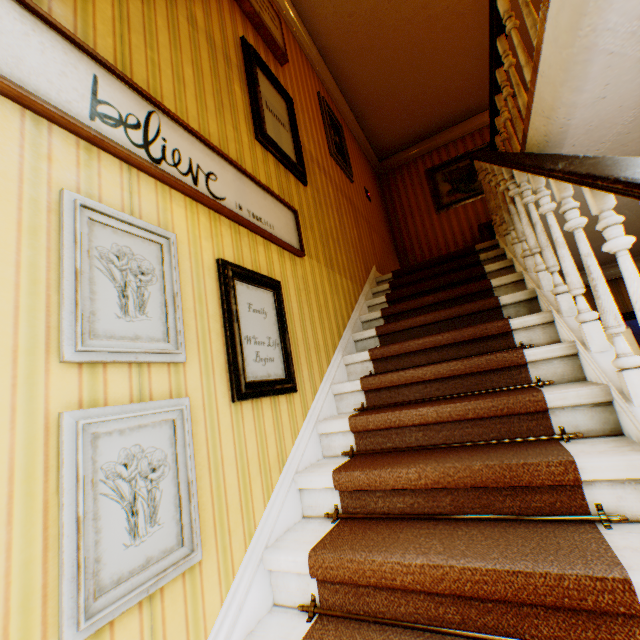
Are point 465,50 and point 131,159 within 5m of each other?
no

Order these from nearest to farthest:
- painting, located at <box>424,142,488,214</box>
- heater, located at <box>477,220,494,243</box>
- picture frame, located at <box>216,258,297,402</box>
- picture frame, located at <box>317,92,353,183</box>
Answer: picture frame, located at <box>216,258,297,402</box> < picture frame, located at <box>317,92,353,183</box> < heater, located at <box>477,220,494,243</box> < painting, located at <box>424,142,488,214</box>

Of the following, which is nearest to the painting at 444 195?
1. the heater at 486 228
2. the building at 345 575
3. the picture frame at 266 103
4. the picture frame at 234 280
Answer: the building at 345 575

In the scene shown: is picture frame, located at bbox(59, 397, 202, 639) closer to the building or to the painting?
the building

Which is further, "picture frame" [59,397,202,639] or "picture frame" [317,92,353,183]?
"picture frame" [317,92,353,183]

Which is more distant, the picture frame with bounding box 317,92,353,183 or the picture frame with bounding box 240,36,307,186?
the picture frame with bounding box 317,92,353,183

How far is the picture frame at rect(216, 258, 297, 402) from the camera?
1.6 meters

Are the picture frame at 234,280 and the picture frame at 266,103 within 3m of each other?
yes
